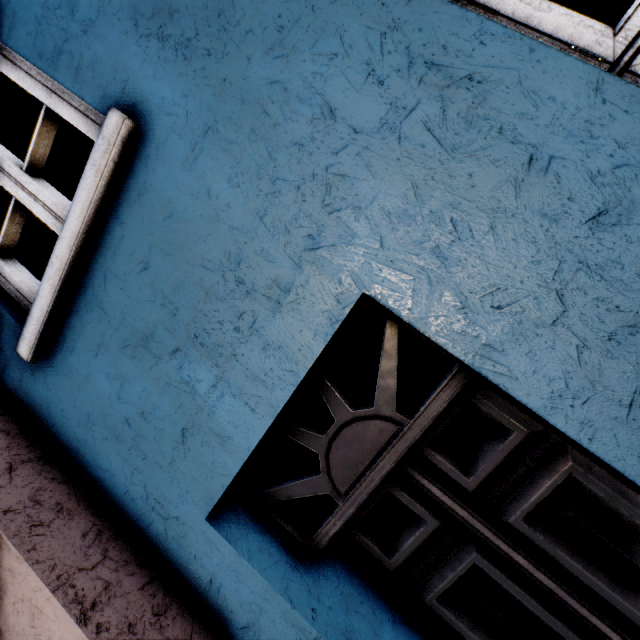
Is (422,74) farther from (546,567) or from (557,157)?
(546,567)
